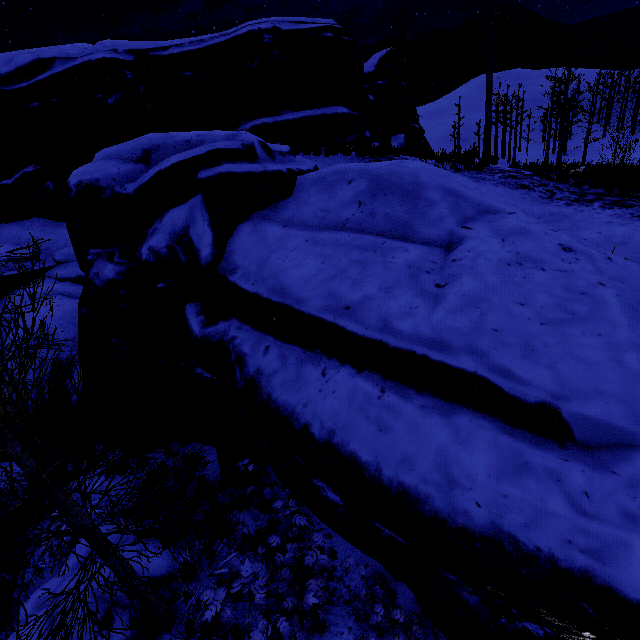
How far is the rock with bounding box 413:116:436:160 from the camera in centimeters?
1246cm

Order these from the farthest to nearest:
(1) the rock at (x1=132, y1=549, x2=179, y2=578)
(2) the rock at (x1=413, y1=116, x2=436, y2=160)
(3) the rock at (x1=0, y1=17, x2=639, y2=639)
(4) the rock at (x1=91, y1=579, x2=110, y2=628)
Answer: (2) the rock at (x1=413, y1=116, x2=436, y2=160) < (1) the rock at (x1=132, y1=549, x2=179, y2=578) < (4) the rock at (x1=91, y1=579, x2=110, y2=628) < (3) the rock at (x1=0, y1=17, x2=639, y2=639)

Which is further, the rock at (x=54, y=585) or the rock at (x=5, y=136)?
the rock at (x=54, y=585)

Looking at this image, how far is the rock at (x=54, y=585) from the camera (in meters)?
5.68

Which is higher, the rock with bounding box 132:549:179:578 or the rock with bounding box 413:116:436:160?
the rock with bounding box 413:116:436:160

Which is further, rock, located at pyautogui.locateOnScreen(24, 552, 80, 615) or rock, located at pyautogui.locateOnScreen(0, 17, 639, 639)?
rock, located at pyautogui.locateOnScreen(24, 552, 80, 615)

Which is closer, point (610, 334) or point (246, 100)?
point (610, 334)
